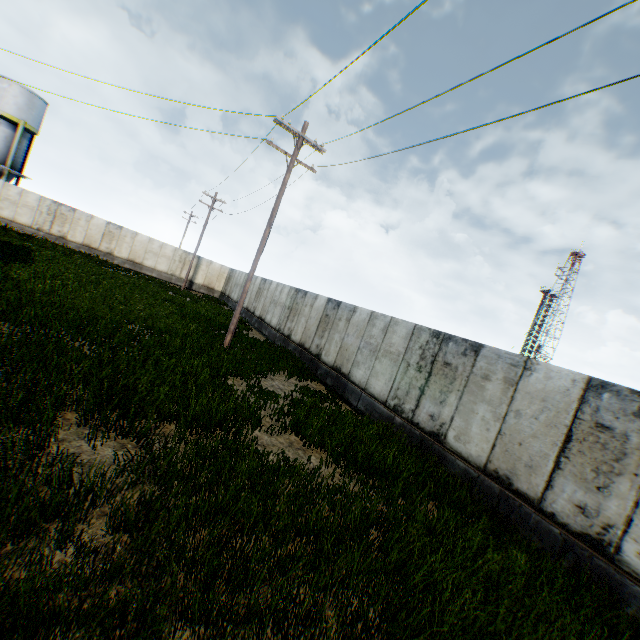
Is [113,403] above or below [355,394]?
below
